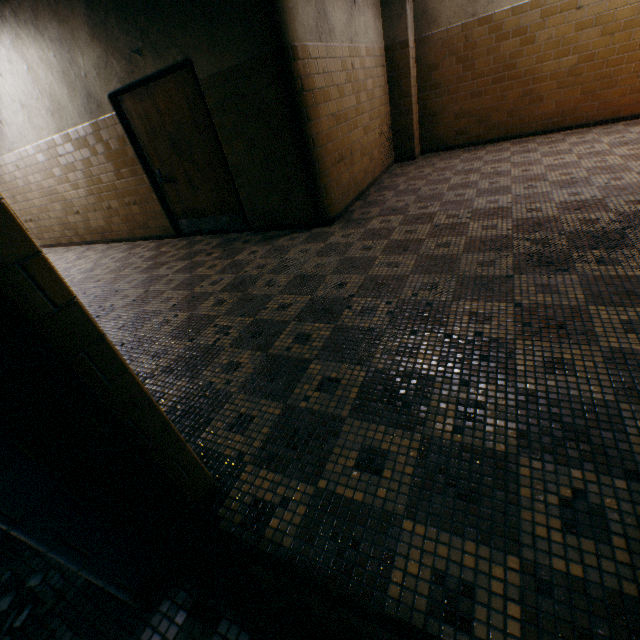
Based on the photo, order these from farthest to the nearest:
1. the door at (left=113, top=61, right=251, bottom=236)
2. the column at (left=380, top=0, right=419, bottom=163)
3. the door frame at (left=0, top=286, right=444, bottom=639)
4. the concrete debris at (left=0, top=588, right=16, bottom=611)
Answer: the column at (left=380, top=0, right=419, bottom=163), the door at (left=113, top=61, right=251, bottom=236), the concrete debris at (left=0, top=588, right=16, bottom=611), the door frame at (left=0, top=286, right=444, bottom=639)

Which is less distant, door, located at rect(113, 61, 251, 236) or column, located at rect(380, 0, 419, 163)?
door, located at rect(113, 61, 251, 236)

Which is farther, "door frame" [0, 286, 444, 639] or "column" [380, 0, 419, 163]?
"column" [380, 0, 419, 163]

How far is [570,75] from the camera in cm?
540

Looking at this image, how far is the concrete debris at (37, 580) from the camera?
1.4 meters

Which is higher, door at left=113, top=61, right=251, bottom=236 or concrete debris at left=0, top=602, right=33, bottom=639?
door at left=113, top=61, right=251, bottom=236

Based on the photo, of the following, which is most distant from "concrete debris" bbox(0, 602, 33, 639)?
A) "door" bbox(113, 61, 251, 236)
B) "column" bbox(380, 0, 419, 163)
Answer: "column" bbox(380, 0, 419, 163)

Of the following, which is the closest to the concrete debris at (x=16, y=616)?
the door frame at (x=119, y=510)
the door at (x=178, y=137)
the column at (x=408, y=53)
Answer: the door frame at (x=119, y=510)
